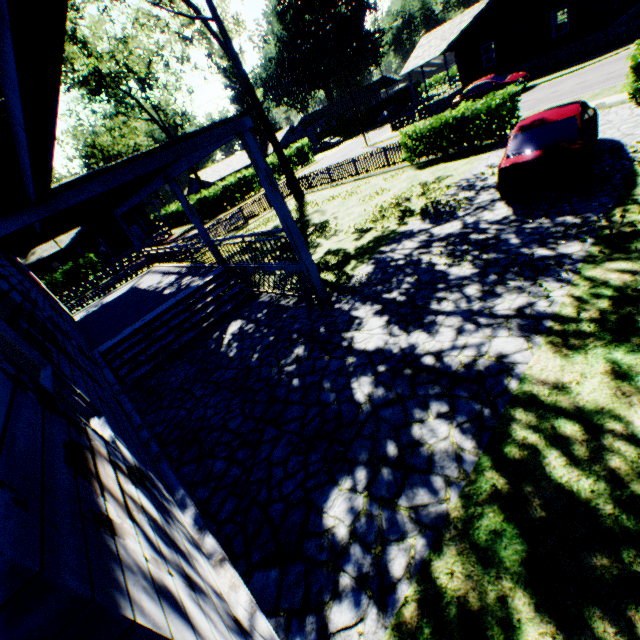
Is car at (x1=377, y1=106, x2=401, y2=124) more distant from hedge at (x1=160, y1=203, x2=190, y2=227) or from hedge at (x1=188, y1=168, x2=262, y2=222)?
hedge at (x1=160, y1=203, x2=190, y2=227)

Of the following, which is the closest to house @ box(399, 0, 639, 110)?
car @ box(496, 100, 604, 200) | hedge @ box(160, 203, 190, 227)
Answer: car @ box(496, 100, 604, 200)

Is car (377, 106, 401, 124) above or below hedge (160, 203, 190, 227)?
below

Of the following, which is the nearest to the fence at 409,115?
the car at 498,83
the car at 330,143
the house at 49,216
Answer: the car at 498,83

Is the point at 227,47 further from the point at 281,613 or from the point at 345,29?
the point at 345,29

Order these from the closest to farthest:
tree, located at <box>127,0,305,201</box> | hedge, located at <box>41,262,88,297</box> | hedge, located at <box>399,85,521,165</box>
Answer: hedge, located at <box>399,85,521,165</box> < tree, located at <box>127,0,305,201</box> < hedge, located at <box>41,262,88,297</box>

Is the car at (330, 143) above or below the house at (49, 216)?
below

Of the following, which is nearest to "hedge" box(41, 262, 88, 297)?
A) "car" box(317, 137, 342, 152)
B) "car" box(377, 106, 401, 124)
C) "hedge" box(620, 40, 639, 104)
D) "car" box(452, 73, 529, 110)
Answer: "car" box(452, 73, 529, 110)
